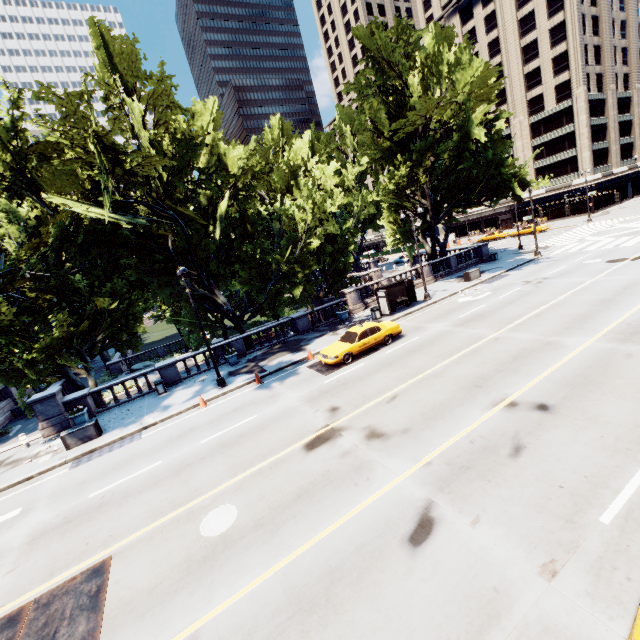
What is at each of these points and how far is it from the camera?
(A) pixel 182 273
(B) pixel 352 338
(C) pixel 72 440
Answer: (A) light, 16.8m
(B) vehicle, 18.3m
(C) container, 16.1m

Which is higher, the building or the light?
the light

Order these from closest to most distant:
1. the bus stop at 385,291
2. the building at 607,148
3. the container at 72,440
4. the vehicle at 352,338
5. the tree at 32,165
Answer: the tree at 32,165 < the container at 72,440 < the vehicle at 352,338 < the bus stop at 385,291 < the building at 607,148

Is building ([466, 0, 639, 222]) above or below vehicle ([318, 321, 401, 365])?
above

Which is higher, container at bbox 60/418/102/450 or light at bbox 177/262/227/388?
light at bbox 177/262/227/388

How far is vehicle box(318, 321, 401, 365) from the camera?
17.59m

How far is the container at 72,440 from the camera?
16.0 meters

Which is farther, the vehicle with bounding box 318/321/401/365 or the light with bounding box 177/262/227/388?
the vehicle with bounding box 318/321/401/365
